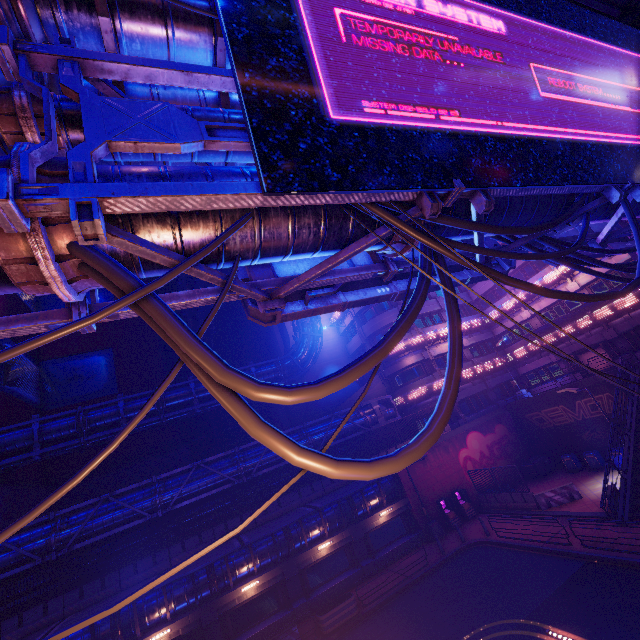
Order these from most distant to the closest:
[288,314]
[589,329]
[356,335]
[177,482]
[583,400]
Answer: [356,335] → [589,329] → [583,400] → [177,482] → [288,314]

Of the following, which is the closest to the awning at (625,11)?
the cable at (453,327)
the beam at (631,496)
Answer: the cable at (453,327)

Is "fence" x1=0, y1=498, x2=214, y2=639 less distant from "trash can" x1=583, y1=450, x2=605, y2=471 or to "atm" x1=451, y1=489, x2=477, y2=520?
"atm" x1=451, y1=489, x2=477, y2=520

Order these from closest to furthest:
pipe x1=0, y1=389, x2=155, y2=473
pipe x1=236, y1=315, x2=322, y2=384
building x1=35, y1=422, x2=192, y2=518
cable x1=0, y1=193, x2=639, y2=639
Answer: cable x1=0, y1=193, x2=639, y2=639, pipe x1=0, y1=389, x2=155, y2=473, building x1=35, y1=422, x2=192, y2=518, pipe x1=236, y1=315, x2=322, y2=384

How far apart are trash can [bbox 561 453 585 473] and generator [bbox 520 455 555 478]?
1.4 meters

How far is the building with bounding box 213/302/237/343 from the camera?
54.9m

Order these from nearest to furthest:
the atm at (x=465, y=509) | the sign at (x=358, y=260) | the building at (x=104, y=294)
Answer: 1. the sign at (x=358, y=260)
2. the atm at (x=465, y=509)
3. the building at (x=104, y=294)

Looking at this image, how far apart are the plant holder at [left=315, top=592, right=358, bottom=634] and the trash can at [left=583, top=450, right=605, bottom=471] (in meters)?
19.38
